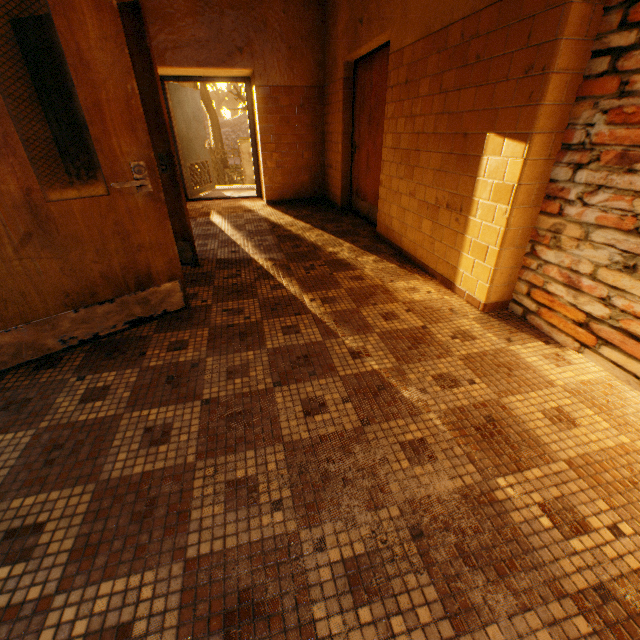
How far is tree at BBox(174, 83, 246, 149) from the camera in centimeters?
1934cm

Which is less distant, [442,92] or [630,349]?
[630,349]

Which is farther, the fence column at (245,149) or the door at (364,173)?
the fence column at (245,149)

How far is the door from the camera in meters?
4.1 m

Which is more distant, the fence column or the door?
the fence column

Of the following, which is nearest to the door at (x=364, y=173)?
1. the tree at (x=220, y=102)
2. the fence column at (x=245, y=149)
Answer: the tree at (x=220, y=102)

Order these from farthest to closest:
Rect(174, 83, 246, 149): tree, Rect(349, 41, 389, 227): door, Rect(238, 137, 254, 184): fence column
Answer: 1. Rect(174, 83, 246, 149): tree
2. Rect(238, 137, 254, 184): fence column
3. Rect(349, 41, 389, 227): door

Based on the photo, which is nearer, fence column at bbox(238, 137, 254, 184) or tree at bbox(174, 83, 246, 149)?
fence column at bbox(238, 137, 254, 184)
